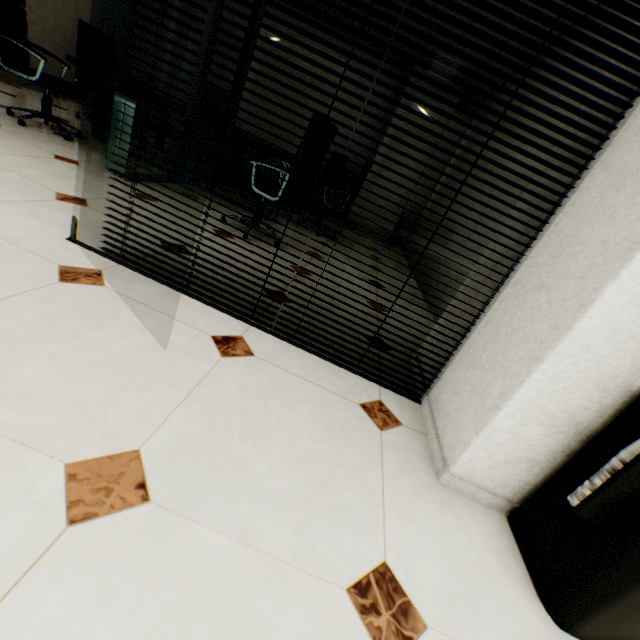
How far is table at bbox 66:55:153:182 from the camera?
2.69m

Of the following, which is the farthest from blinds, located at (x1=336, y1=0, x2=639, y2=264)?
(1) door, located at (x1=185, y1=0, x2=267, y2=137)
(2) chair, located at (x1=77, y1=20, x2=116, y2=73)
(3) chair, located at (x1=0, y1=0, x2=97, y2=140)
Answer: (2) chair, located at (x1=77, y1=20, x2=116, y2=73)

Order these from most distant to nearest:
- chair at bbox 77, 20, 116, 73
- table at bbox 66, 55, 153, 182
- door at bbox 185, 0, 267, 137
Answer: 1. chair at bbox 77, 20, 116, 73
2. table at bbox 66, 55, 153, 182
3. door at bbox 185, 0, 267, 137

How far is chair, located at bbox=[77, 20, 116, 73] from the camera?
4.39m

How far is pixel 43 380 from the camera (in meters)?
0.94

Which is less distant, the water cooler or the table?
the water cooler

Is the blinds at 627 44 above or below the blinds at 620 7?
below

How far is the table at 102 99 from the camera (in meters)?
2.69
